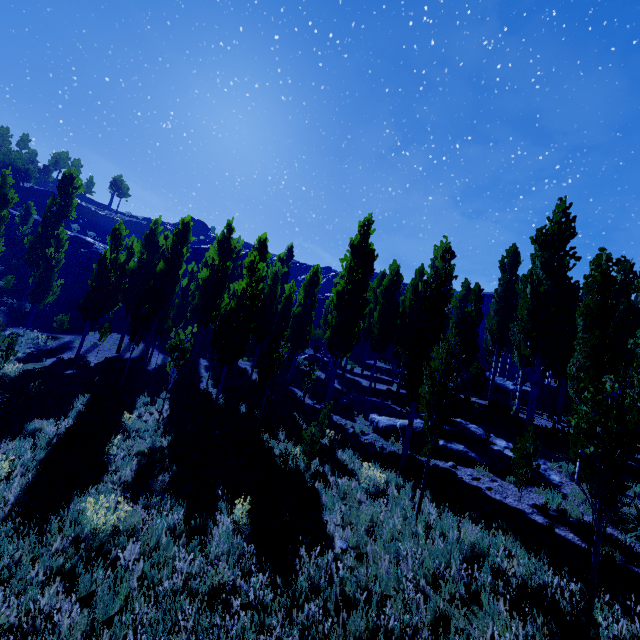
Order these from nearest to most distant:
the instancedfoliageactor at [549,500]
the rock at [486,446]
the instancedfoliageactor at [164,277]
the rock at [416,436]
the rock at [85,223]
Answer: the instancedfoliageactor at [164,277], the instancedfoliageactor at [549,500], the rock at [486,446], the rock at [416,436], the rock at [85,223]

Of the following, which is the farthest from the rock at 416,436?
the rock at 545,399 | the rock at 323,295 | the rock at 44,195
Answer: the rock at 44,195

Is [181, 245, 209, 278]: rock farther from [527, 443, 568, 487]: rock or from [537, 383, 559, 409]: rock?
[537, 383, 559, 409]: rock

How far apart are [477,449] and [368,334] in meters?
20.4

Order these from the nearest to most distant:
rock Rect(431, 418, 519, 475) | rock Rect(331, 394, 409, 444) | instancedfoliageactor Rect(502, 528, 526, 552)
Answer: instancedfoliageactor Rect(502, 528, 526, 552), rock Rect(431, 418, 519, 475), rock Rect(331, 394, 409, 444)

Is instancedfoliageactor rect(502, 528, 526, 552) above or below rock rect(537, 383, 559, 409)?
below

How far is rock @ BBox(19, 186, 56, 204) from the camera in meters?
58.2

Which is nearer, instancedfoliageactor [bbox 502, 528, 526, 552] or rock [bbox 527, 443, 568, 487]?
instancedfoliageactor [bbox 502, 528, 526, 552]
